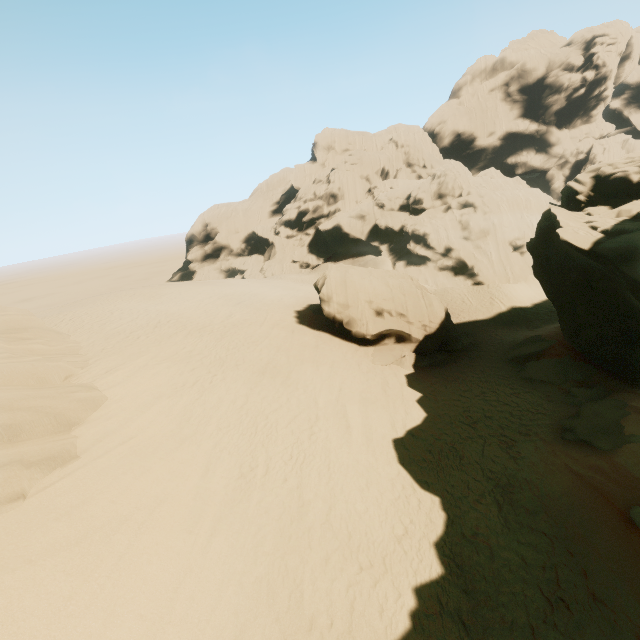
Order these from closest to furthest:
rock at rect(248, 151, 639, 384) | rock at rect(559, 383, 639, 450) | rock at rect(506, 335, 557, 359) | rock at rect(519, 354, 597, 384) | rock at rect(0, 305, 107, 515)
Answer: rock at rect(0, 305, 107, 515) < rock at rect(559, 383, 639, 450) < rock at rect(248, 151, 639, 384) < rock at rect(519, 354, 597, 384) < rock at rect(506, 335, 557, 359)

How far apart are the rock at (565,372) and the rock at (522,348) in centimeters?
79cm

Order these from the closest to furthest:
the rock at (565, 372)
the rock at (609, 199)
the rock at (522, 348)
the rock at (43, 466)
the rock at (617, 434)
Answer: the rock at (43, 466) → the rock at (617, 434) → the rock at (609, 199) → the rock at (565, 372) → the rock at (522, 348)

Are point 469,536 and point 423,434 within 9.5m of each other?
yes

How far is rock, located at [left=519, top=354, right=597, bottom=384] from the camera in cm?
1591

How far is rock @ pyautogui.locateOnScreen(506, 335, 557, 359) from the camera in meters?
19.0 m

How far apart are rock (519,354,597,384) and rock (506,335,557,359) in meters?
0.8 m

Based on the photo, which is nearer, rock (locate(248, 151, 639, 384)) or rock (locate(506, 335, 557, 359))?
rock (locate(248, 151, 639, 384))
